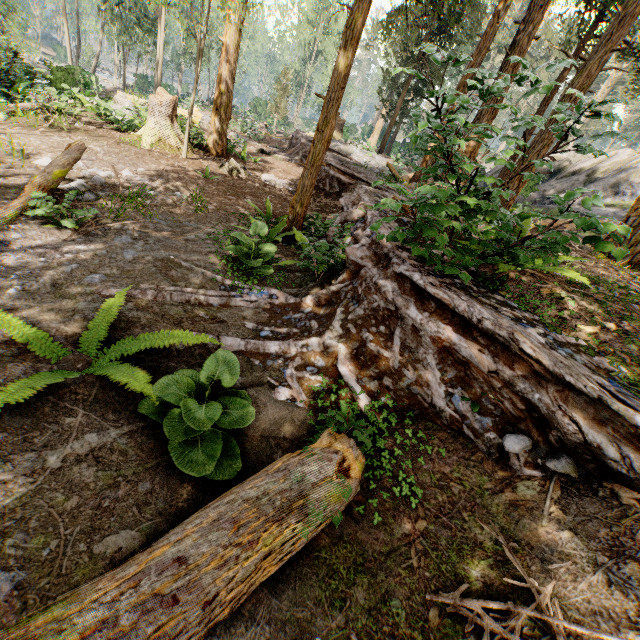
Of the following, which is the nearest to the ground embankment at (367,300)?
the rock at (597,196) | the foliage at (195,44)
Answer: the foliage at (195,44)

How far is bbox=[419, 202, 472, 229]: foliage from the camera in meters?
3.2 m

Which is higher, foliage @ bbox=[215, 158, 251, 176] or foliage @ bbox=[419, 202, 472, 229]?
foliage @ bbox=[419, 202, 472, 229]

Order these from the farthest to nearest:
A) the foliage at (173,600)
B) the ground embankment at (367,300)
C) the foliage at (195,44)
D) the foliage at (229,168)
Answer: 1. the foliage at (229,168)
2. the foliage at (195,44)
3. the ground embankment at (367,300)
4. the foliage at (173,600)

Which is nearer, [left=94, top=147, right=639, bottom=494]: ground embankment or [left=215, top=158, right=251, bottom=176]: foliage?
[left=94, top=147, right=639, bottom=494]: ground embankment

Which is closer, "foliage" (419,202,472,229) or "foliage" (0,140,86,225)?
"foliage" (419,202,472,229)

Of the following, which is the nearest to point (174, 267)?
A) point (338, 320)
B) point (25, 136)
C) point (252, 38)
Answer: point (338, 320)

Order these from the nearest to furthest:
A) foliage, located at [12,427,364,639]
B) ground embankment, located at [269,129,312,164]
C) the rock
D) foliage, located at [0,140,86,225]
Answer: A: foliage, located at [12,427,364,639], the rock, foliage, located at [0,140,86,225], ground embankment, located at [269,129,312,164]
